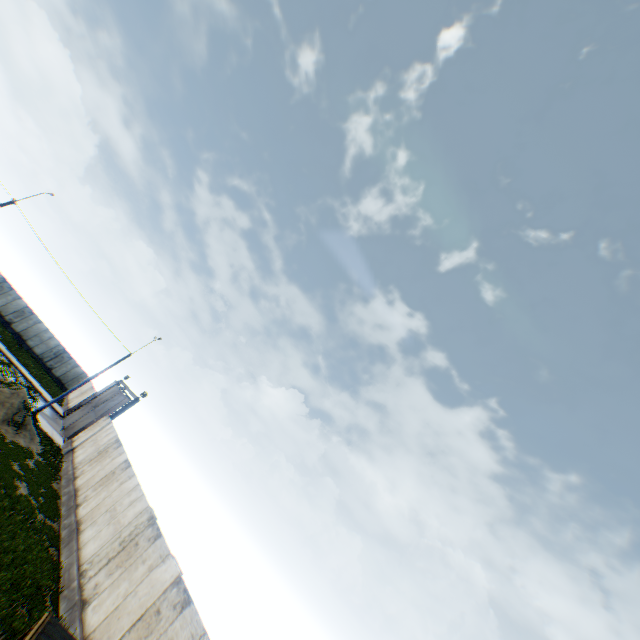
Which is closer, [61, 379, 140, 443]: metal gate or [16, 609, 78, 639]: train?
[16, 609, 78, 639]: train

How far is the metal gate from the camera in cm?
2808

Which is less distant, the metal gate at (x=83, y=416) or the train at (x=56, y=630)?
→ the train at (x=56, y=630)

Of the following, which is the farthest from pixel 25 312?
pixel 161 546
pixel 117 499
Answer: pixel 161 546

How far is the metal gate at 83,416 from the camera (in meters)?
28.08
